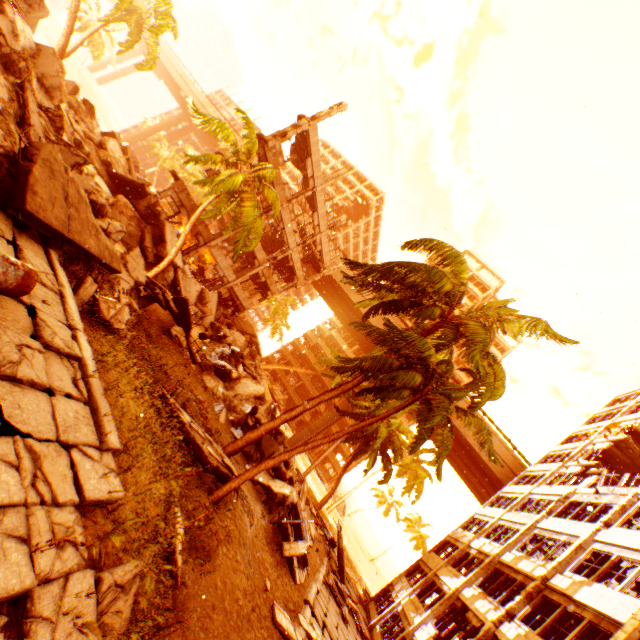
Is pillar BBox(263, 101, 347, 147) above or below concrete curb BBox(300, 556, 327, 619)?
above

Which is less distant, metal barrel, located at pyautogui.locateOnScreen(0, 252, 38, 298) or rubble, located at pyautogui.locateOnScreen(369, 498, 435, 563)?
metal barrel, located at pyautogui.locateOnScreen(0, 252, 38, 298)

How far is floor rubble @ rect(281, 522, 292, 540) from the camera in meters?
13.7 m

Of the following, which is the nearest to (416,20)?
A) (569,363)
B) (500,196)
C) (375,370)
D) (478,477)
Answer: (500,196)

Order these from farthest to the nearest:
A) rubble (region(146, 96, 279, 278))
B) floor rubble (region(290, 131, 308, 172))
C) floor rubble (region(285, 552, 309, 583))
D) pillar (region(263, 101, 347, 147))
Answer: floor rubble (region(290, 131, 308, 172)) < pillar (region(263, 101, 347, 147)) < rubble (region(146, 96, 279, 278)) < floor rubble (region(285, 552, 309, 583))

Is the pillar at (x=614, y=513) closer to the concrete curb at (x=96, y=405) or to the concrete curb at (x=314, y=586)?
the concrete curb at (x=314, y=586)

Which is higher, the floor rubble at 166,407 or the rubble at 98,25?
the rubble at 98,25
